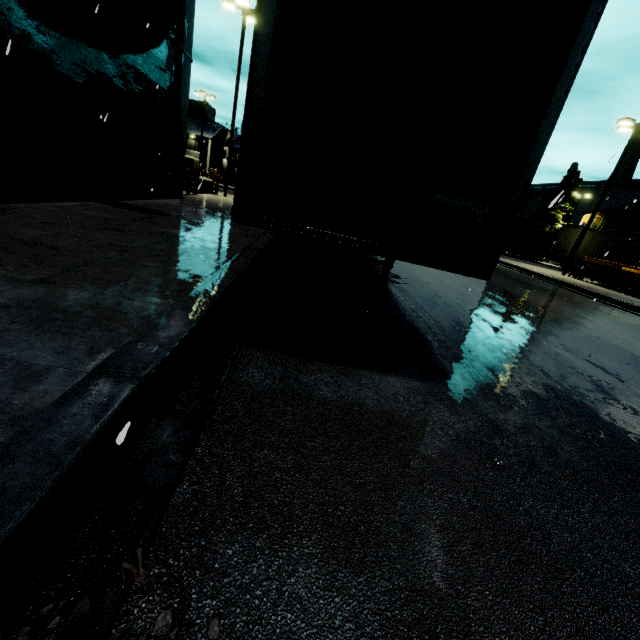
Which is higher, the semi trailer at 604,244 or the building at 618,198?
the building at 618,198

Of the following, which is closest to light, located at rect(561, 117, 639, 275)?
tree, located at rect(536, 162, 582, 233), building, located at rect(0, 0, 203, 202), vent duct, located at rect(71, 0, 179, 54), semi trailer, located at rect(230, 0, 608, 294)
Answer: semi trailer, located at rect(230, 0, 608, 294)

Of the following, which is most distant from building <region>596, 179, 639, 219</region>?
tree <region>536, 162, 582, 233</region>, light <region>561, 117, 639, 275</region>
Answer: light <region>561, 117, 639, 275</region>

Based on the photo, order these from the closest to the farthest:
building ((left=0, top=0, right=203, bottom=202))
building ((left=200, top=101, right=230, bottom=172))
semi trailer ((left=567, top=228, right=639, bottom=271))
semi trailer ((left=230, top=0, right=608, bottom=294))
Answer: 1. semi trailer ((left=230, top=0, right=608, bottom=294))
2. building ((left=0, top=0, right=203, bottom=202))
3. semi trailer ((left=567, top=228, right=639, bottom=271))
4. building ((left=200, top=101, right=230, bottom=172))

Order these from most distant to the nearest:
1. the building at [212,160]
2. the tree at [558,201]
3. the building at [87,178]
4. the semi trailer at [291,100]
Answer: the tree at [558,201]
the building at [212,160]
the building at [87,178]
the semi trailer at [291,100]

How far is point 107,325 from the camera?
2.6 meters

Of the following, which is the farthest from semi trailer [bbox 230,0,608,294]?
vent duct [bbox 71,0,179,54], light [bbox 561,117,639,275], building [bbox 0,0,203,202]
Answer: light [bbox 561,117,639,275]
